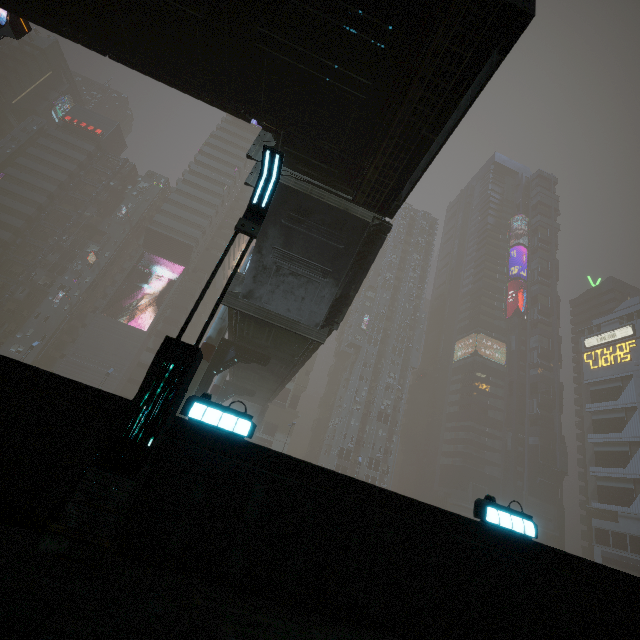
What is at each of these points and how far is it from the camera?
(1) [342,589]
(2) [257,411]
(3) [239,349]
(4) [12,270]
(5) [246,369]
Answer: (1) building, 5.1 meters
(2) stairs, 45.2 meters
(3) building structure, 21.2 meters
(4) building, 55.8 meters
(5) bridge, 27.3 meters

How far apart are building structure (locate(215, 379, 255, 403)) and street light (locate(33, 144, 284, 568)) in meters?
29.3

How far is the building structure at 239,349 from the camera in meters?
20.1

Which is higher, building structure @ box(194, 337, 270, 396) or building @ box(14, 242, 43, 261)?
building @ box(14, 242, 43, 261)

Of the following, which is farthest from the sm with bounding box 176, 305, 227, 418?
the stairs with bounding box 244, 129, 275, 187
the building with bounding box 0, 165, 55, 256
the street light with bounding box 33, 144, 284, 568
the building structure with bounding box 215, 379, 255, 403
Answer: the street light with bounding box 33, 144, 284, 568

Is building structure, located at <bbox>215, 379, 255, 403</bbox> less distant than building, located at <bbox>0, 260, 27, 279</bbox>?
Yes

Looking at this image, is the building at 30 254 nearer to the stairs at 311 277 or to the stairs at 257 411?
the stairs at 257 411
